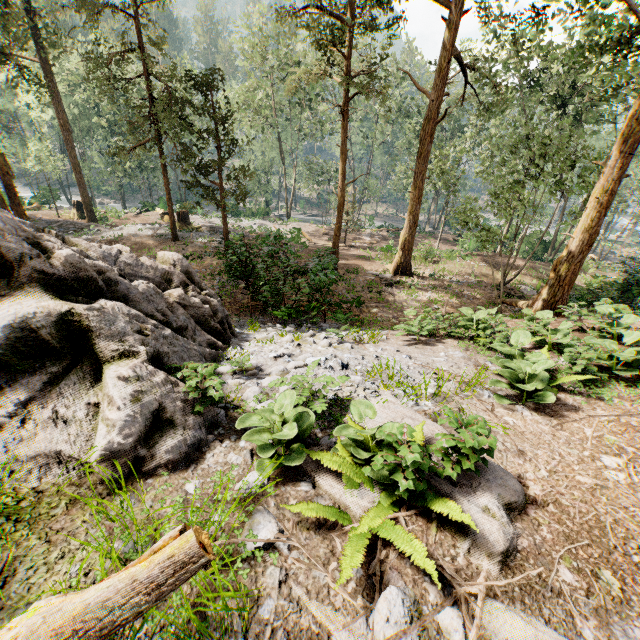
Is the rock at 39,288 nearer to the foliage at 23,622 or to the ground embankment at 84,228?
the foliage at 23,622

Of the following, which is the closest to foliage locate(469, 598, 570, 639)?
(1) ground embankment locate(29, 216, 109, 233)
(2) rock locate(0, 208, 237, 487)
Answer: (1) ground embankment locate(29, 216, 109, 233)

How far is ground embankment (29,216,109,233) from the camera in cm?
2352

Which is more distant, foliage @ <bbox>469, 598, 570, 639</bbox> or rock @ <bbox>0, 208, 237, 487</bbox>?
rock @ <bbox>0, 208, 237, 487</bbox>

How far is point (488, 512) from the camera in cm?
300

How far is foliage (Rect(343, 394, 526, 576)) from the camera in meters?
2.8 m

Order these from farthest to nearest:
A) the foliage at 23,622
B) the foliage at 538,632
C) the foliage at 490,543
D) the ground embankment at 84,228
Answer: the ground embankment at 84,228, the foliage at 490,543, the foliage at 538,632, the foliage at 23,622
